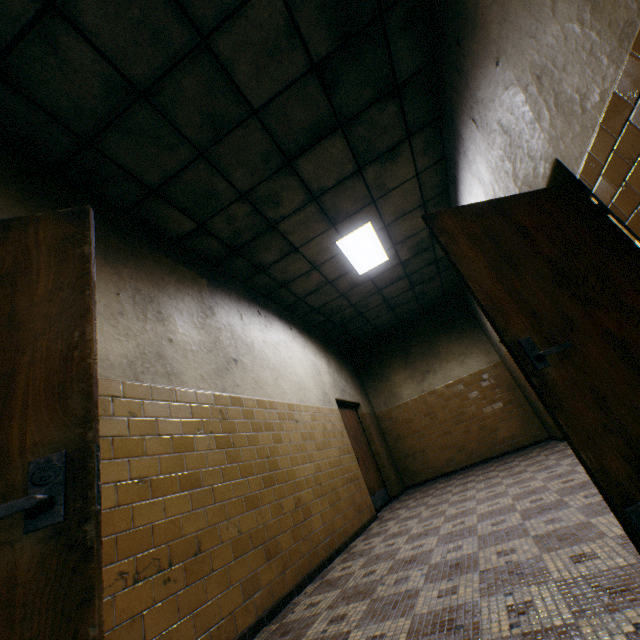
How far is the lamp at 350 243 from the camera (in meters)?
5.10

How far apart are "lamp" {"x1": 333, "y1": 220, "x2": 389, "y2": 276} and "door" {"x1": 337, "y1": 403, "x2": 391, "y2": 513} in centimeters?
267cm

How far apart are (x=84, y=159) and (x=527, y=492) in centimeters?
565cm

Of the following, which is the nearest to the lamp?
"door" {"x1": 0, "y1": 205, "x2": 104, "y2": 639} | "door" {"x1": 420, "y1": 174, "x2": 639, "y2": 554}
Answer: "door" {"x1": 420, "y1": 174, "x2": 639, "y2": 554}

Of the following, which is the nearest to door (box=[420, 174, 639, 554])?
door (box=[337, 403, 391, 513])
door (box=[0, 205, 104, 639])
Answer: door (box=[0, 205, 104, 639])

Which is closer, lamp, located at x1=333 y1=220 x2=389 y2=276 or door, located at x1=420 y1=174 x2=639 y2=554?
door, located at x1=420 y1=174 x2=639 y2=554

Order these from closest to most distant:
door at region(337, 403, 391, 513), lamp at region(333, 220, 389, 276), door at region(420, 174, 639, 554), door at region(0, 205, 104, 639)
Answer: door at region(0, 205, 104, 639)
door at region(420, 174, 639, 554)
lamp at region(333, 220, 389, 276)
door at region(337, 403, 391, 513)

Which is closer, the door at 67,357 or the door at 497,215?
the door at 67,357
